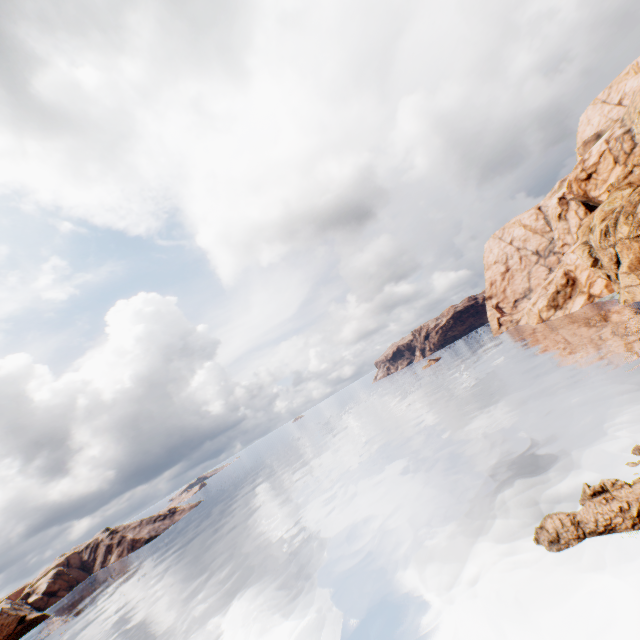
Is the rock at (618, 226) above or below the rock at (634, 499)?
above

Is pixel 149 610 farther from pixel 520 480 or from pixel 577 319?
pixel 577 319

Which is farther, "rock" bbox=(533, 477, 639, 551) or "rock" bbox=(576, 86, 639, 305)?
"rock" bbox=(576, 86, 639, 305)

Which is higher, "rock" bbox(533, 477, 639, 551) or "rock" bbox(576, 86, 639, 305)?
"rock" bbox(576, 86, 639, 305)

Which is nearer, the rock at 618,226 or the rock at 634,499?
the rock at 634,499
